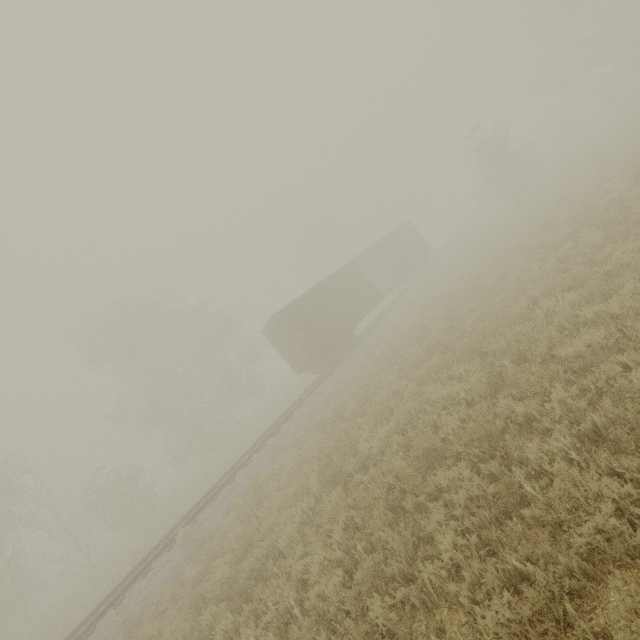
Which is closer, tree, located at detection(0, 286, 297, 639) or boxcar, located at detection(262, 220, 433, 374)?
boxcar, located at detection(262, 220, 433, 374)

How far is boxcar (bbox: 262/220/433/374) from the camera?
18.9m

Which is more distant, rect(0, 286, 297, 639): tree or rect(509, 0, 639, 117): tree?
rect(509, 0, 639, 117): tree

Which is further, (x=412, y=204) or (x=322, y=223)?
(x=412, y=204)

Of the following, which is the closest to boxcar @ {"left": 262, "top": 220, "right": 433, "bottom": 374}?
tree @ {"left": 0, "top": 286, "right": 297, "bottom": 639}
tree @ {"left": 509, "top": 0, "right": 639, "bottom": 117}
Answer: tree @ {"left": 0, "top": 286, "right": 297, "bottom": 639}

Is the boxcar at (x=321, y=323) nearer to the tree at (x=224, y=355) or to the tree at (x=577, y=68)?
the tree at (x=224, y=355)

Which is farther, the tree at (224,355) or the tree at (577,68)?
the tree at (577,68)
